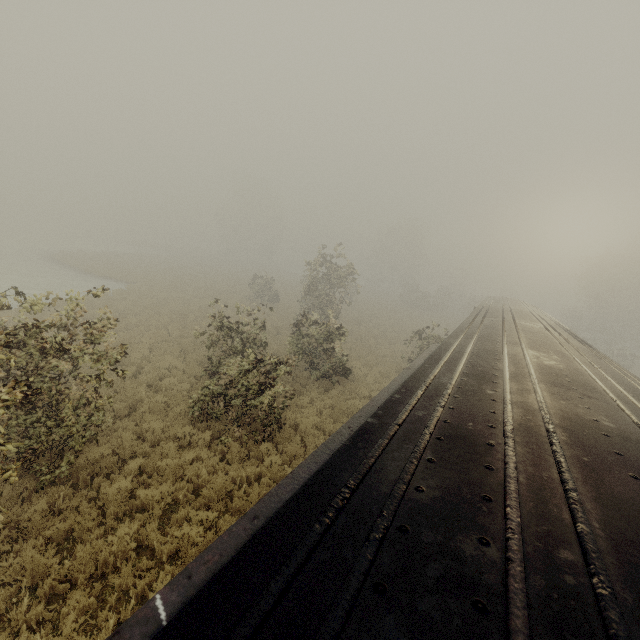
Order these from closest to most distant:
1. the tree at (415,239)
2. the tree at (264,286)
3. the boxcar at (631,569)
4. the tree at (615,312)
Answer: the boxcar at (631,569) → the tree at (264,286) → the tree at (615,312) → the tree at (415,239)

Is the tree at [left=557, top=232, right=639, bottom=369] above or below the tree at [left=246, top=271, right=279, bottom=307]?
above

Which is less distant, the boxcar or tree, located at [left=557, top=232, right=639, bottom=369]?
the boxcar

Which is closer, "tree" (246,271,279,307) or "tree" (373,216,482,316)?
"tree" (246,271,279,307)

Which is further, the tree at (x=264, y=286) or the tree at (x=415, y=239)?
the tree at (x=415, y=239)

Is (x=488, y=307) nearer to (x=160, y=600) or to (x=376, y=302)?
(x=160, y=600)

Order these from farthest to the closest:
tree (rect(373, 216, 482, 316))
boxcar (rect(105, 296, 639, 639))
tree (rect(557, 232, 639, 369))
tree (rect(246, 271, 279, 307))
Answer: tree (rect(373, 216, 482, 316)) → tree (rect(557, 232, 639, 369)) → tree (rect(246, 271, 279, 307)) → boxcar (rect(105, 296, 639, 639))
